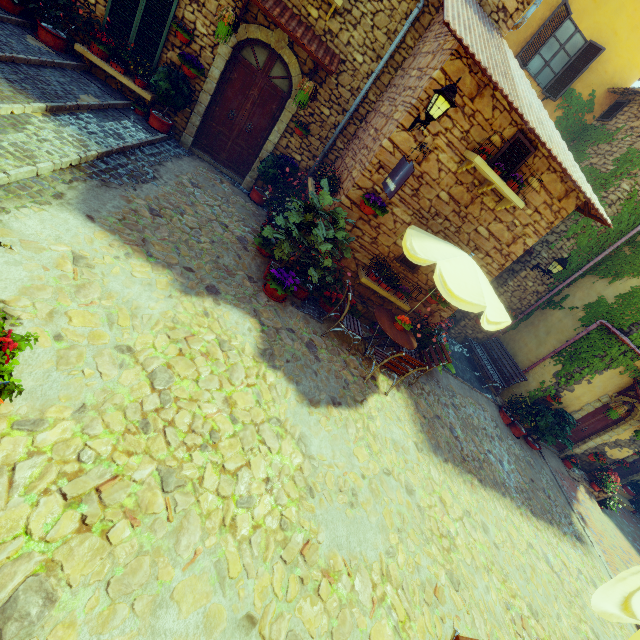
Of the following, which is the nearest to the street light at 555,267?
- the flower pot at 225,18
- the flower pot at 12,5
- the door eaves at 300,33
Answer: the door eaves at 300,33

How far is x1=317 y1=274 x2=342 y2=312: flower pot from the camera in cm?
645

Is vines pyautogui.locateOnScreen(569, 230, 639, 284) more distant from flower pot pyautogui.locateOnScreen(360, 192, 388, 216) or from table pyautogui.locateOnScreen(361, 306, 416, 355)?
flower pot pyautogui.locateOnScreen(360, 192, 388, 216)

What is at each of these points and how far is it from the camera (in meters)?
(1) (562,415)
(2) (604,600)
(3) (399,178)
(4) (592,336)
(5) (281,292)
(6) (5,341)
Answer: (1) potted tree, 10.11
(2) table, 1.73
(3) sign post, 5.14
(4) vines, 9.27
(5) flower pot, 6.02
(6) flower pot, 2.56

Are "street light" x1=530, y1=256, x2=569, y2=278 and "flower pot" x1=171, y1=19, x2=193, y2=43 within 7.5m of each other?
no

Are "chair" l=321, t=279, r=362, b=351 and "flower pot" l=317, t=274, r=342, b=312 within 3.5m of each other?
yes

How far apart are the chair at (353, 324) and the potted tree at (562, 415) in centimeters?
669cm

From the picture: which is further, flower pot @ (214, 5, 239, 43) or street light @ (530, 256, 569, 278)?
street light @ (530, 256, 569, 278)
